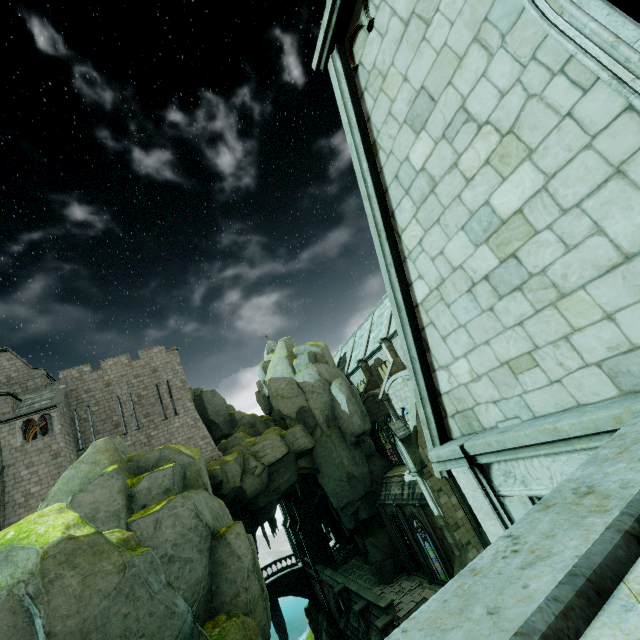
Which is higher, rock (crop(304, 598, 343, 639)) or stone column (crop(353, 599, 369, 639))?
stone column (crop(353, 599, 369, 639))

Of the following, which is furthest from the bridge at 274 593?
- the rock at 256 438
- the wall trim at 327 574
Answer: the rock at 256 438

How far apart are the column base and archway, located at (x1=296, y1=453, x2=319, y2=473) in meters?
10.0

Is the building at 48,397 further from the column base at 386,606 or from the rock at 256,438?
the column base at 386,606

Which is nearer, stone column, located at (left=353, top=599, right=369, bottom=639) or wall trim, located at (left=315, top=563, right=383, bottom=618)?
wall trim, located at (left=315, top=563, right=383, bottom=618)

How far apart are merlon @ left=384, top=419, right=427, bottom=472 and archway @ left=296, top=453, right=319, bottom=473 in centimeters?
1012cm

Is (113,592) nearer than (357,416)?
Yes

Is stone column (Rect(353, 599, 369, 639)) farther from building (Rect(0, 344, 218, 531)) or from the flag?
the flag
